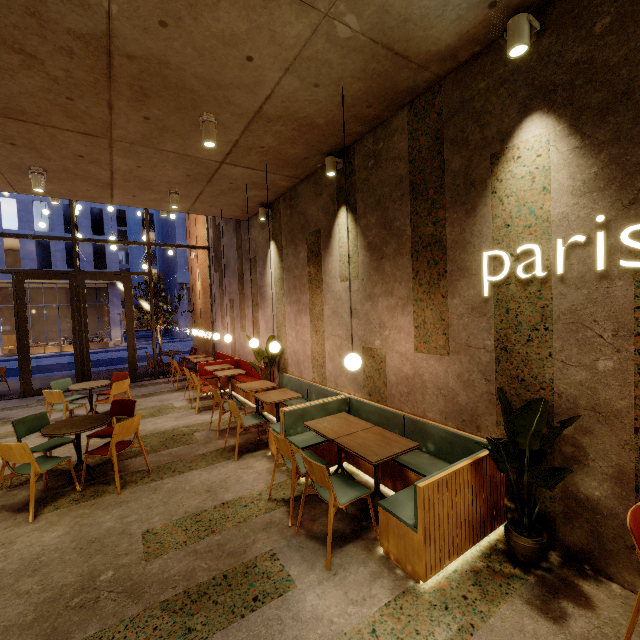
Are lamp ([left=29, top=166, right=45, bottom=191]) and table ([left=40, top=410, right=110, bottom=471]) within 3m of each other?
no

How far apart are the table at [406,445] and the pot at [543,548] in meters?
0.9

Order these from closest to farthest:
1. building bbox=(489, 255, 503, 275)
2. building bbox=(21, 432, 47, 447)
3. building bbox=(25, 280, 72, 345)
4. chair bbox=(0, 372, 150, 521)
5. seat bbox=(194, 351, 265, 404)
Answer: building bbox=(489, 255, 503, 275) < chair bbox=(0, 372, 150, 521) < building bbox=(21, 432, 47, 447) < seat bbox=(194, 351, 265, 404) < building bbox=(25, 280, 72, 345)

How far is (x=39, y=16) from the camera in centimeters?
254cm

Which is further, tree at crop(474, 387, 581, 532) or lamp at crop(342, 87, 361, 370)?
lamp at crop(342, 87, 361, 370)

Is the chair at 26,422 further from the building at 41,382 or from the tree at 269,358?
the tree at 269,358

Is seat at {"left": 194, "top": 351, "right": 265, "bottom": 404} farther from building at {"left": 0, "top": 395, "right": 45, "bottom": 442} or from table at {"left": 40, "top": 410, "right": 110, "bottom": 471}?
table at {"left": 40, "top": 410, "right": 110, "bottom": 471}

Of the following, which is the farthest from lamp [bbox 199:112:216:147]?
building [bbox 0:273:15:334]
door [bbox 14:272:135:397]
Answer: building [bbox 0:273:15:334]
